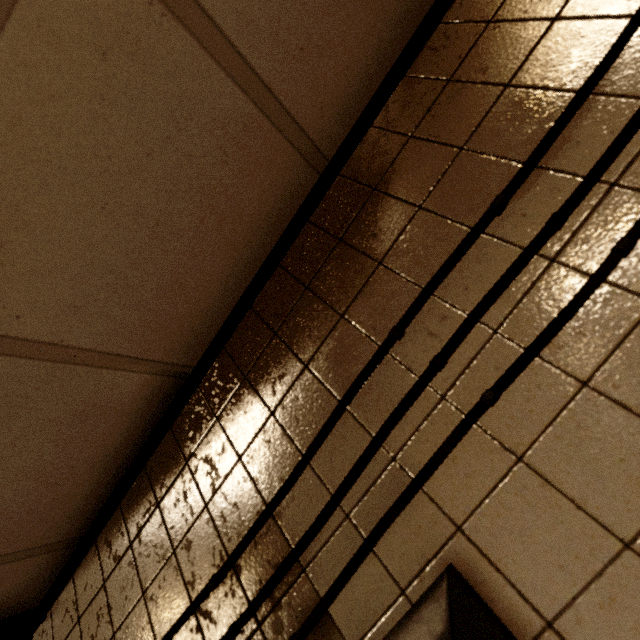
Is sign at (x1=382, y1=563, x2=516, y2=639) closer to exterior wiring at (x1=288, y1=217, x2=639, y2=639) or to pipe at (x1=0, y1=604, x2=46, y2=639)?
exterior wiring at (x1=288, y1=217, x2=639, y2=639)

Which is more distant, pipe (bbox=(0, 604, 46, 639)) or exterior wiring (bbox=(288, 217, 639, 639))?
pipe (bbox=(0, 604, 46, 639))

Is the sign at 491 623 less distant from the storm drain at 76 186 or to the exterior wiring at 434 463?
the exterior wiring at 434 463

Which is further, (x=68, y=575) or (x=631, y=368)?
(x=68, y=575)

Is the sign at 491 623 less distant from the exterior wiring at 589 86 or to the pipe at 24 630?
the exterior wiring at 589 86

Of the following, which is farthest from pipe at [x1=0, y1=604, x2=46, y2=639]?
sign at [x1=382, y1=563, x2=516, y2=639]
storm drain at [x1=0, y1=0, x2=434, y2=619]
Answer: sign at [x1=382, y1=563, x2=516, y2=639]

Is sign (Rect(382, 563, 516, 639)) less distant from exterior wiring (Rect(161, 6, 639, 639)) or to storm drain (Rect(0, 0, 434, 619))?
exterior wiring (Rect(161, 6, 639, 639))
